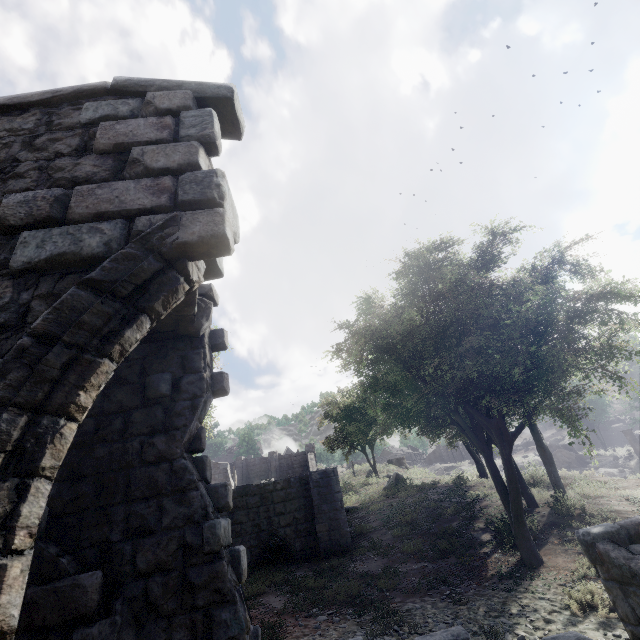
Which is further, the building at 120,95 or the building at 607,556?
the building at 607,556

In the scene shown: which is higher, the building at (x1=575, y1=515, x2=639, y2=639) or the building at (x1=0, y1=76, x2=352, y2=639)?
the building at (x1=0, y1=76, x2=352, y2=639)

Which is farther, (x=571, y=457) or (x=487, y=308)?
(x=571, y=457)

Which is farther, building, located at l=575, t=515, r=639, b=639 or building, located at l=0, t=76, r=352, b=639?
building, located at l=575, t=515, r=639, b=639

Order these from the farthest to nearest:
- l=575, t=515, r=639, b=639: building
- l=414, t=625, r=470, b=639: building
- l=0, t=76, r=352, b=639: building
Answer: l=575, t=515, r=639, b=639: building < l=414, t=625, r=470, b=639: building < l=0, t=76, r=352, b=639: building
